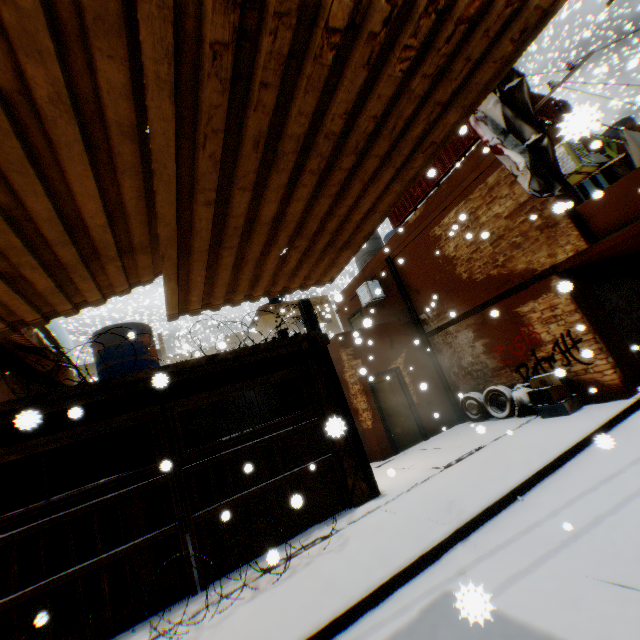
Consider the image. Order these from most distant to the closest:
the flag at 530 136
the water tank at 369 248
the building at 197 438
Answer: the water tank at 369 248 < the building at 197 438 < the flag at 530 136

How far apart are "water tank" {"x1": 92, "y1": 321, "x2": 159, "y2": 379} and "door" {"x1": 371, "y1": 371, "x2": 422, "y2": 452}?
1.7 meters

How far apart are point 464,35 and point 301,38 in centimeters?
93cm

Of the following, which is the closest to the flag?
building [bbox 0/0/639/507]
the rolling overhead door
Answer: building [bbox 0/0/639/507]

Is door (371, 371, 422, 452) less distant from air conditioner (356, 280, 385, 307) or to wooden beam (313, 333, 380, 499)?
wooden beam (313, 333, 380, 499)

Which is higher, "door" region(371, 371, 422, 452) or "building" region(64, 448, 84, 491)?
"building" region(64, 448, 84, 491)

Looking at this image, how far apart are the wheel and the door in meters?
0.1 m

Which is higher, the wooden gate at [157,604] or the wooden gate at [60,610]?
the wooden gate at [60,610]
